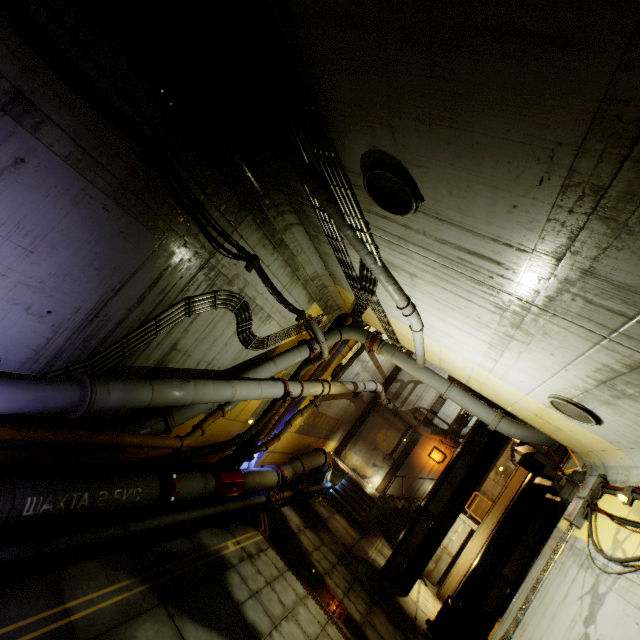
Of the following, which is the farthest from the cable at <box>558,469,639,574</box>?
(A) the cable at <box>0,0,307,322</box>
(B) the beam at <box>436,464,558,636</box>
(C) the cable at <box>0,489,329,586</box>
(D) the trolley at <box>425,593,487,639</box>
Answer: (A) the cable at <box>0,0,307,322</box>

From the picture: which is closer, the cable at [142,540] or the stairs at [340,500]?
the cable at [142,540]

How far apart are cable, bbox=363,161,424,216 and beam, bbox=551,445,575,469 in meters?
12.8

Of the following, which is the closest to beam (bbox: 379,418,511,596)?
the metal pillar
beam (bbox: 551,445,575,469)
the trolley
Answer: the metal pillar

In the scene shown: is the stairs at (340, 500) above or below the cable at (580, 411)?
below

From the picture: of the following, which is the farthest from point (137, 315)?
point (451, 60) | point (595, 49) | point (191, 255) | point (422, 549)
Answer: point (422, 549)

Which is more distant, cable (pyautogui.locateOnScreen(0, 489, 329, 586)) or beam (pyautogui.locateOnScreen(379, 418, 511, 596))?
beam (pyautogui.locateOnScreen(379, 418, 511, 596))

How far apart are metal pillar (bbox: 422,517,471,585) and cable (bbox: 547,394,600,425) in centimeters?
1326cm
